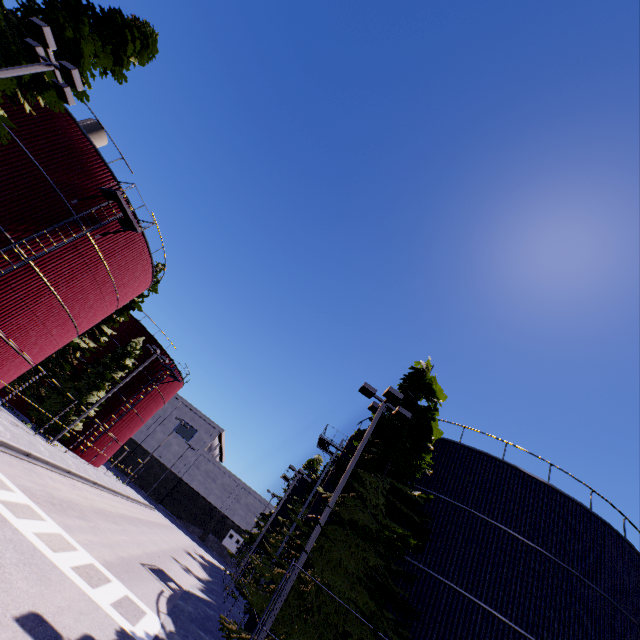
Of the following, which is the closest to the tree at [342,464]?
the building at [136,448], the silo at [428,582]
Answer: the silo at [428,582]

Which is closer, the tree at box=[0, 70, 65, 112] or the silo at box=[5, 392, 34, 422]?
the tree at box=[0, 70, 65, 112]

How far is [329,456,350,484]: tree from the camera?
12.73m

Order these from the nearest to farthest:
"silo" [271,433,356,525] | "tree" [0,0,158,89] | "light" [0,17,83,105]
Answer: "light" [0,17,83,105], "tree" [0,0,158,89], "silo" [271,433,356,525]

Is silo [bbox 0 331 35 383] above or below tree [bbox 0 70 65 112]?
below

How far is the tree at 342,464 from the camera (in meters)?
12.73

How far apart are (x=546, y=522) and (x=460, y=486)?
3.6 meters
